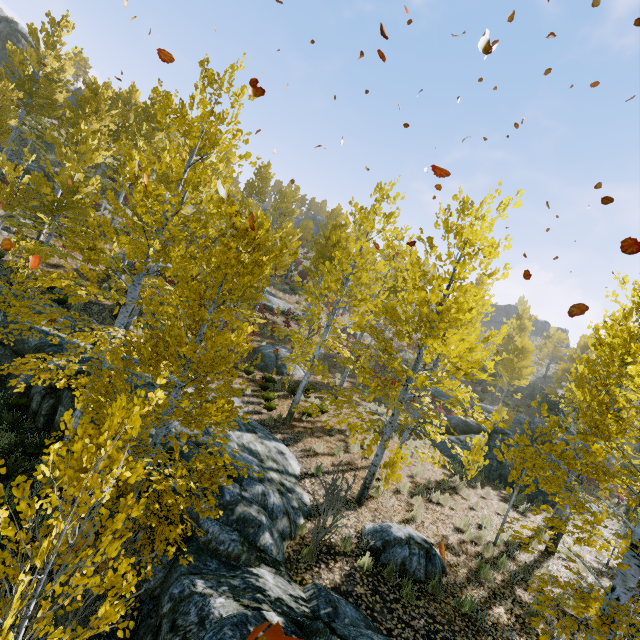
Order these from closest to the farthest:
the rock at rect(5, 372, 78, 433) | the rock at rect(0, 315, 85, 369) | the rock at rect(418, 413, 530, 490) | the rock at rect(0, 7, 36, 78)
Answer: the rock at rect(5, 372, 78, 433) → the rock at rect(0, 315, 85, 369) → the rock at rect(418, 413, 530, 490) → the rock at rect(0, 7, 36, 78)

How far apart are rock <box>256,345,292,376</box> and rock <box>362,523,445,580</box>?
10.7m

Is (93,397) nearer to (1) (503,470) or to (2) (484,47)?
(2) (484,47)

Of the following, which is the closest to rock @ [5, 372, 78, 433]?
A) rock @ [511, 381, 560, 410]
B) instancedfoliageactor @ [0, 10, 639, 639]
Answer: instancedfoliageactor @ [0, 10, 639, 639]

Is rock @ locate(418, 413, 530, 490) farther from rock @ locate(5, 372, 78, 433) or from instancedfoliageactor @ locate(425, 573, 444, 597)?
rock @ locate(5, 372, 78, 433)

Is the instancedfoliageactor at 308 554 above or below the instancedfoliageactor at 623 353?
below

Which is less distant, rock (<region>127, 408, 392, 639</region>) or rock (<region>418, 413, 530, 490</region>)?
rock (<region>127, 408, 392, 639</region>)

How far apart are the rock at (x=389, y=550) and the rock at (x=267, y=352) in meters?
10.7 m
